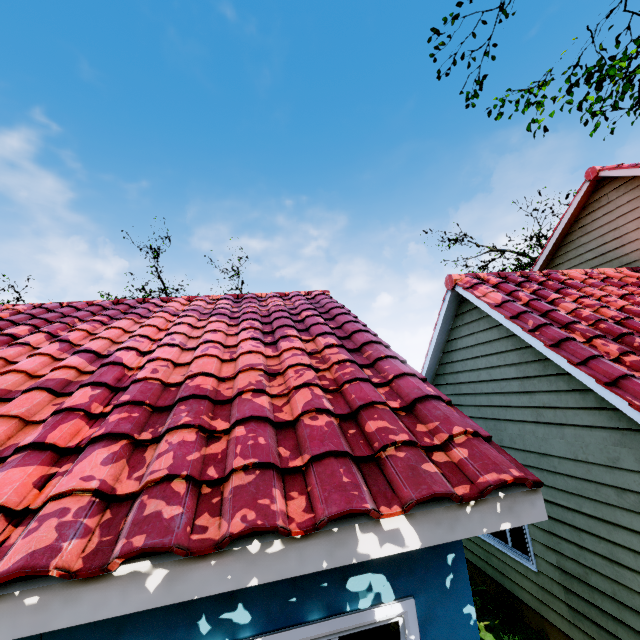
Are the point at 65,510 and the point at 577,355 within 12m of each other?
yes
